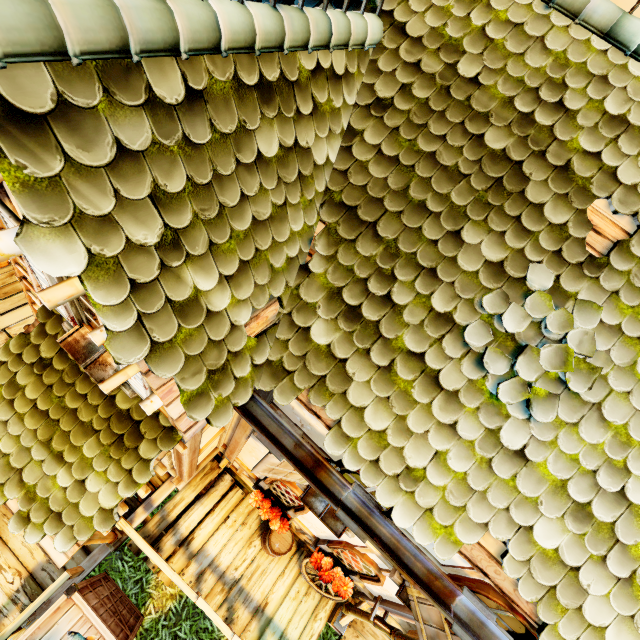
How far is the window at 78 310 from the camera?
2.64m

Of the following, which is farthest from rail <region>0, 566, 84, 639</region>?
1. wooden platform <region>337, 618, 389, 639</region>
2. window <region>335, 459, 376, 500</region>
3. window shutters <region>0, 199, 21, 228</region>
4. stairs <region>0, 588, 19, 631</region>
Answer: wooden platform <region>337, 618, 389, 639</region>

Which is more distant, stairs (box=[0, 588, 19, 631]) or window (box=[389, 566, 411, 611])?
stairs (box=[0, 588, 19, 631])

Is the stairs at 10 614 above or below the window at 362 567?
below

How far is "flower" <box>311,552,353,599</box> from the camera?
5.3 meters

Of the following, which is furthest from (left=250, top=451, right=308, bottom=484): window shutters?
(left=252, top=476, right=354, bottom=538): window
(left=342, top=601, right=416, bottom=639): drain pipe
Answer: (left=342, top=601, right=416, bottom=639): drain pipe

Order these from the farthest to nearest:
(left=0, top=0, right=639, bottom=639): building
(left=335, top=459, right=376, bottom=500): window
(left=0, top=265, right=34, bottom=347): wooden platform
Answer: (left=0, top=265, right=34, bottom=347): wooden platform → (left=335, top=459, right=376, bottom=500): window → (left=0, top=0, right=639, bottom=639): building

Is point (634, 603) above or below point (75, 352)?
above
